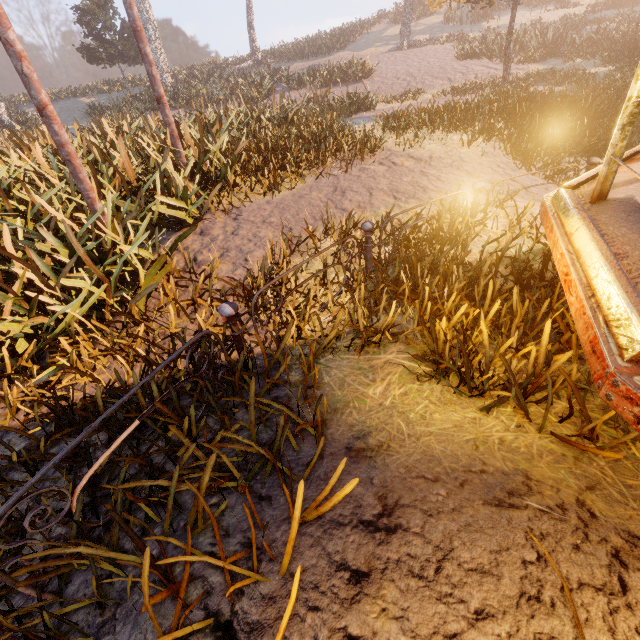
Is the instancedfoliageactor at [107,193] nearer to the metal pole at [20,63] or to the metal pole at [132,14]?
the metal pole at [132,14]

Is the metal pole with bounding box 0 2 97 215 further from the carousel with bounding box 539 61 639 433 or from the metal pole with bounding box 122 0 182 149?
the carousel with bounding box 539 61 639 433

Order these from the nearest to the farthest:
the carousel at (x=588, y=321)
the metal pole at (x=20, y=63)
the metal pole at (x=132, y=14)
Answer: the carousel at (x=588, y=321) < the metal pole at (x=20, y=63) < the metal pole at (x=132, y=14)

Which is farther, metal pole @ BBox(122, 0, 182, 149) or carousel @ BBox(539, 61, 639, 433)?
metal pole @ BBox(122, 0, 182, 149)

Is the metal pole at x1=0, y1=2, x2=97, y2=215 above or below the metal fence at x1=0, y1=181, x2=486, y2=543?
above

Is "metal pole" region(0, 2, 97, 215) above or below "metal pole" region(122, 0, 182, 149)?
below

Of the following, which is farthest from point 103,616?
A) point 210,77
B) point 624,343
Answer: point 210,77

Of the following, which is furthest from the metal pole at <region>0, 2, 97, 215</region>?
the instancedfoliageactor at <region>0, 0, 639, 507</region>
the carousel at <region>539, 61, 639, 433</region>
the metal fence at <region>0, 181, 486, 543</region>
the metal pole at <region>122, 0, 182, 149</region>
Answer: the instancedfoliageactor at <region>0, 0, 639, 507</region>
